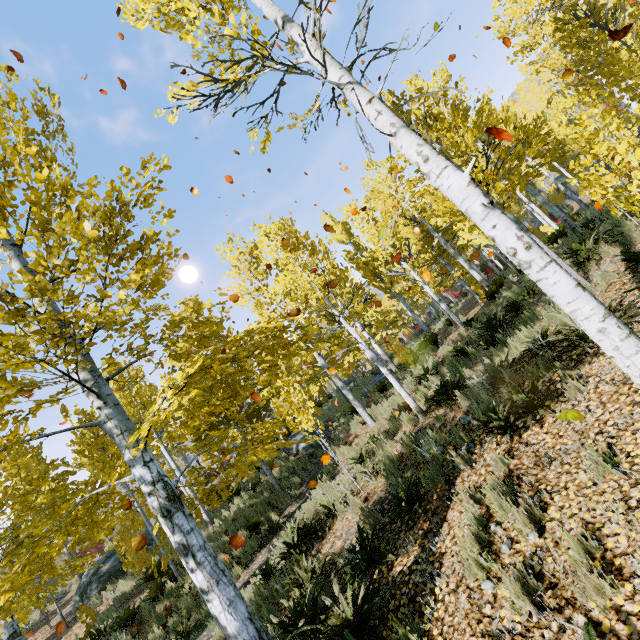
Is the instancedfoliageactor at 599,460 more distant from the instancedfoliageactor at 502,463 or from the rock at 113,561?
the rock at 113,561

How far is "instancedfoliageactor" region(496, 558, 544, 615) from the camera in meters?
2.8

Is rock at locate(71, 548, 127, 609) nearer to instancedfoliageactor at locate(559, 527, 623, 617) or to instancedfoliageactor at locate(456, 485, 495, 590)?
instancedfoliageactor at locate(559, 527, 623, 617)

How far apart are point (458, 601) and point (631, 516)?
1.8 meters

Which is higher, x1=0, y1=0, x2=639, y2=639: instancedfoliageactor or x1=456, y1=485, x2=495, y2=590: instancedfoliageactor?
x1=0, y1=0, x2=639, y2=639: instancedfoliageactor
